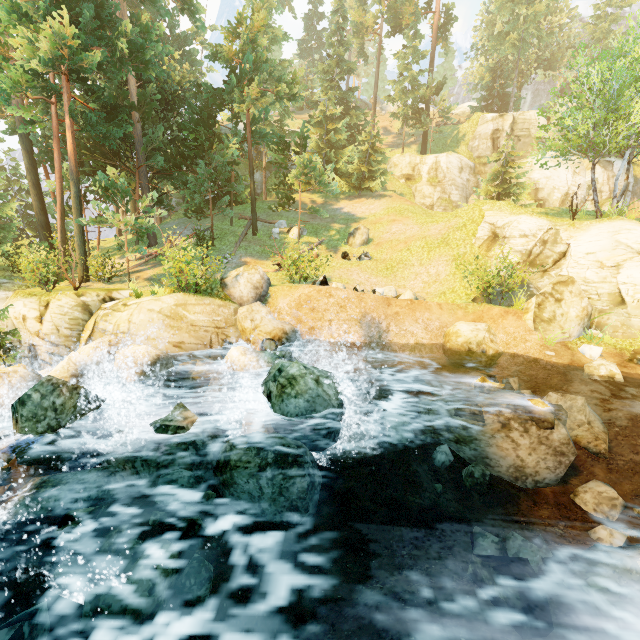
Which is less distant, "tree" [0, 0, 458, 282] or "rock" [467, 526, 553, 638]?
"rock" [467, 526, 553, 638]

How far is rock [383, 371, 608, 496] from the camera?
8.2 meters

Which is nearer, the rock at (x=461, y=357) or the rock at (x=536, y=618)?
the rock at (x=536, y=618)

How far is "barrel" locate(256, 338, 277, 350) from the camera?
11.6 meters

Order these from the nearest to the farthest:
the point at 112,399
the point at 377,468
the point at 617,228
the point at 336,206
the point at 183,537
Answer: the point at 183,537 → the point at 377,468 → the point at 112,399 → the point at 617,228 → the point at 336,206

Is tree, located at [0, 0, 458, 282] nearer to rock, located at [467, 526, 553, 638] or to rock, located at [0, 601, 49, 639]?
rock, located at [0, 601, 49, 639]

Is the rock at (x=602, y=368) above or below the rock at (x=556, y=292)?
below

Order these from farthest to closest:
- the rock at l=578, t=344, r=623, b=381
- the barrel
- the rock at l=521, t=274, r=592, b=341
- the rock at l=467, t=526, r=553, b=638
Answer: the rock at l=521, t=274, r=592, b=341, the barrel, the rock at l=578, t=344, r=623, b=381, the rock at l=467, t=526, r=553, b=638
